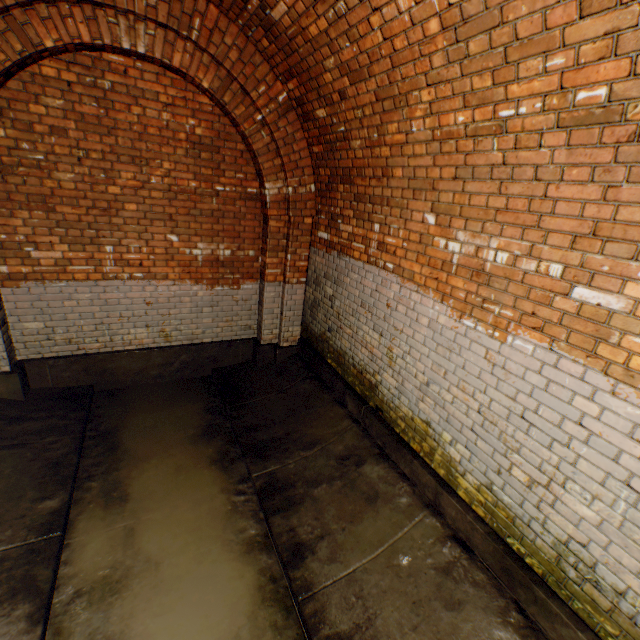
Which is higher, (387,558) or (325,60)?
(325,60)
